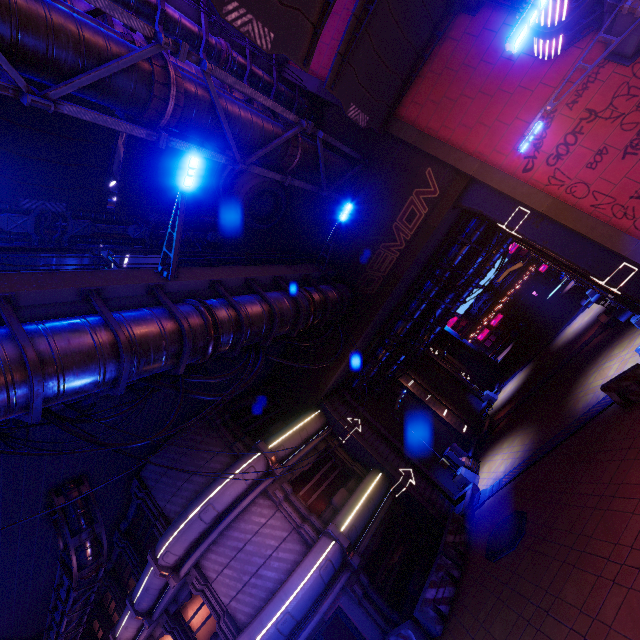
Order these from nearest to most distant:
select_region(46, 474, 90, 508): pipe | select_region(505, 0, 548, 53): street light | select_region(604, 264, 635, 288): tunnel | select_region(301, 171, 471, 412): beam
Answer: select_region(505, 0, 548, 53): street light, select_region(604, 264, 635, 288): tunnel, select_region(46, 474, 90, 508): pipe, select_region(301, 171, 471, 412): beam

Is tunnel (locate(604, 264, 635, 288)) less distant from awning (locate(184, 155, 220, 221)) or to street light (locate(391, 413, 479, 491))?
street light (locate(391, 413, 479, 491))

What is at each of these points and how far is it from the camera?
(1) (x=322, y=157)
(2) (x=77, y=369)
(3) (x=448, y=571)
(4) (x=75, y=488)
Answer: (1) pipe, 12.45m
(2) walkway, 6.33m
(3) fence, 12.41m
(4) pipe, 11.77m

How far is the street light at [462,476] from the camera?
17.9m

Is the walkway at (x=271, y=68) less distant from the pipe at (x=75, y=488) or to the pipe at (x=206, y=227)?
the pipe at (x=206, y=227)

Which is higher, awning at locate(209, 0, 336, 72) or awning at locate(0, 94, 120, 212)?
awning at locate(0, 94, 120, 212)

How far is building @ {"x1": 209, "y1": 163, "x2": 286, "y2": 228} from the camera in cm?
1588

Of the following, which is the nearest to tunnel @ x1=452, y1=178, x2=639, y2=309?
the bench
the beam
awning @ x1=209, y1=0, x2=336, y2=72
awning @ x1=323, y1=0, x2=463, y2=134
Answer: the beam
